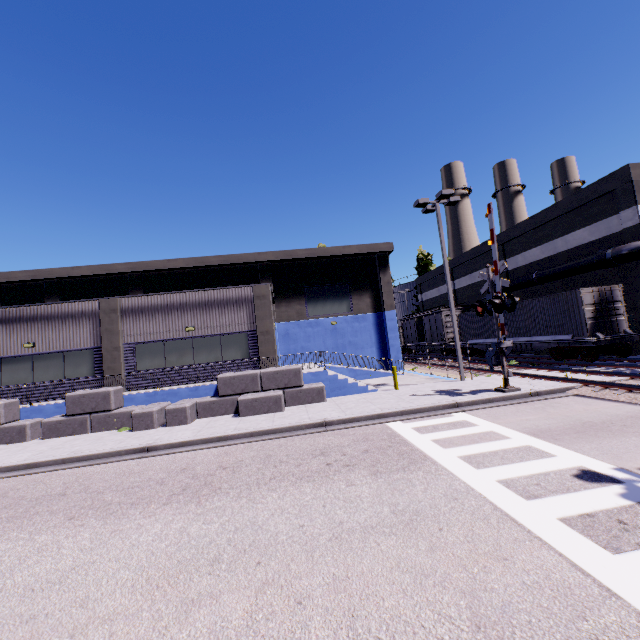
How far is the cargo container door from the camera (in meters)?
A: 16.89

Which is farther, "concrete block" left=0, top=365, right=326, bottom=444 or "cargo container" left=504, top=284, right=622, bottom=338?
"cargo container" left=504, top=284, right=622, bottom=338

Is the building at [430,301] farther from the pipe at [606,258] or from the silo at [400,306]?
the silo at [400,306]

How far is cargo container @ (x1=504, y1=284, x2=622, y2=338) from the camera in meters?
17.1 m

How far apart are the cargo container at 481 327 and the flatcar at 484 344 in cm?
1

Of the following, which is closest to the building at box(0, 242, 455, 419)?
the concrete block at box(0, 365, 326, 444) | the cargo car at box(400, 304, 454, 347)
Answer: the concrete block at box(0, 365, 326, 444)

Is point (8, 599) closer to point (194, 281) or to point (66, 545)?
point (66, 545)

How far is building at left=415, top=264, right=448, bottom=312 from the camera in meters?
40.2 m
